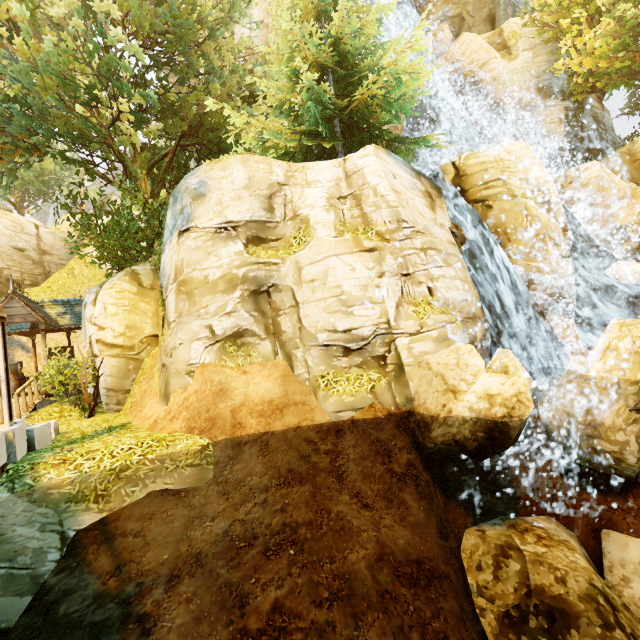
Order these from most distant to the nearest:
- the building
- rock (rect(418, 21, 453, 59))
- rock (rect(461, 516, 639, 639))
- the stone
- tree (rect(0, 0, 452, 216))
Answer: rock (rect(418, 21, 453, 59)), the building, tree (rect(0, 0, 452, 216)), the stone, rock (rect(461, 516, 639, 639))

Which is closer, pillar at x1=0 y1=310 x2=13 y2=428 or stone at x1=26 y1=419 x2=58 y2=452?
pillar at x1=0 y1=310 x2=13 y2=428

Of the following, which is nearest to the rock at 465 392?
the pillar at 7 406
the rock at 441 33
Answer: the pillar at 7 406

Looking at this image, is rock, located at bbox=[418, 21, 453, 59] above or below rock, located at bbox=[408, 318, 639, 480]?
above

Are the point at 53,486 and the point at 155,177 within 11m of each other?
no

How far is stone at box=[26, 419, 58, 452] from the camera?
6.8 meters

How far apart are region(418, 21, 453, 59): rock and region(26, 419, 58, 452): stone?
24.90m

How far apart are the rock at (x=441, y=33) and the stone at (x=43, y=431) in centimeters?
2490cm
